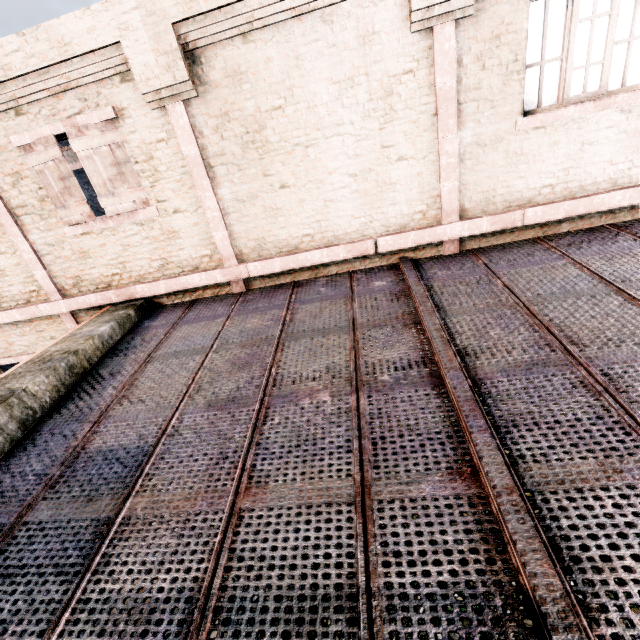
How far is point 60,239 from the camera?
7.0m
